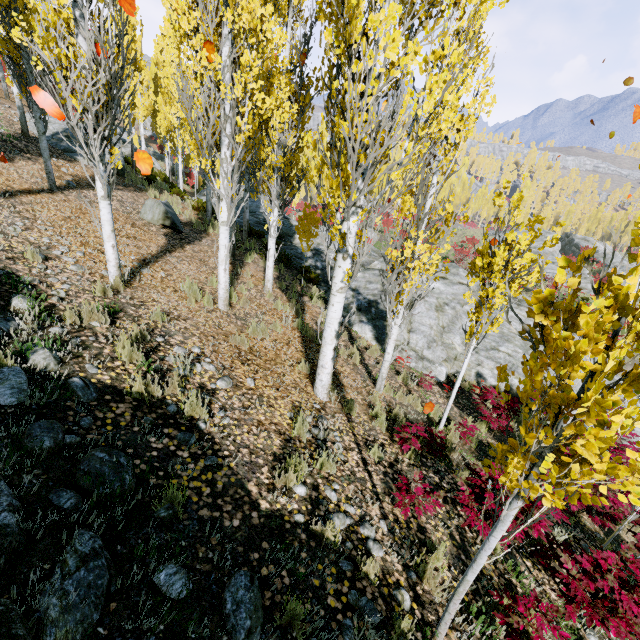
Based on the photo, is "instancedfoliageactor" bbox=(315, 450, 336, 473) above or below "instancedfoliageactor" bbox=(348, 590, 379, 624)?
below

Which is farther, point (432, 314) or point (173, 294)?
point (432, 314)

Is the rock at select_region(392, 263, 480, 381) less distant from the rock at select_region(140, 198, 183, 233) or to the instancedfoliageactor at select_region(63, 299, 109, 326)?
the instancedfoliageactor at select_region(63, 299, 109, 326)

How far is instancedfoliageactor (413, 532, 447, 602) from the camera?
3.24m

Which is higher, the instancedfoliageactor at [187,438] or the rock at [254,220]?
the instancedfoliageactor at [187,438]

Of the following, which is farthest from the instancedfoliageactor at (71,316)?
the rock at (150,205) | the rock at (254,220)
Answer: the rock at (150,205)

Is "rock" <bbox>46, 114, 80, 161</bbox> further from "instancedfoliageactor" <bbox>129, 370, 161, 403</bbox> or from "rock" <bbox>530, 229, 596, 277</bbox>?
"rock" <bbox>530, 229, 596, 277</bbox>
